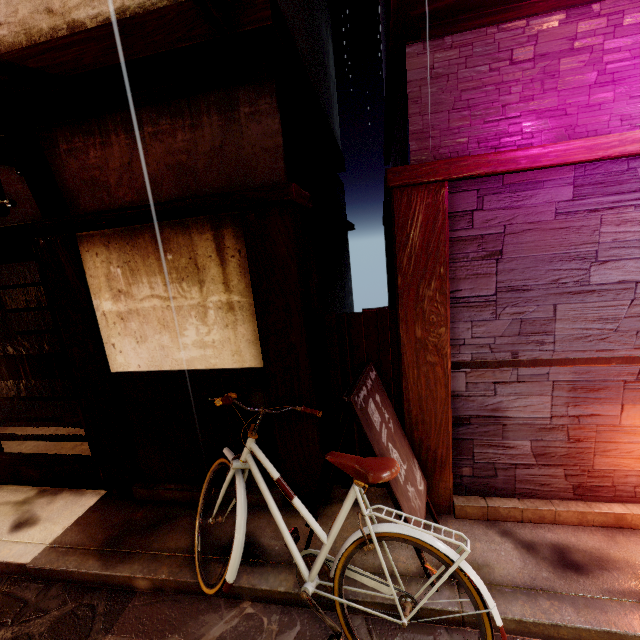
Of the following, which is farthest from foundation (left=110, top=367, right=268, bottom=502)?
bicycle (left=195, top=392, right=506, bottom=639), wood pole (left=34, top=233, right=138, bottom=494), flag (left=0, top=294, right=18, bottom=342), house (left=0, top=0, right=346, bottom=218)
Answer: house (left=0, top=0, right=346, bottom=218)

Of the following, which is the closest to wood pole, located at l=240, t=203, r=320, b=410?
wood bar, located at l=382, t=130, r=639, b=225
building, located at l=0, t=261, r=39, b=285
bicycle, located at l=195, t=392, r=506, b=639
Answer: bicycle, located at l=195, t=392, r=506, b=639

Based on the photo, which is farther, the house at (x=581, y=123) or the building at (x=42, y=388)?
the building at (x=42, y=388)

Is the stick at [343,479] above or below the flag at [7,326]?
below

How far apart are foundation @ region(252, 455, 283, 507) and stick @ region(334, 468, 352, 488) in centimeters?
86cm

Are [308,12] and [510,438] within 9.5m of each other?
no

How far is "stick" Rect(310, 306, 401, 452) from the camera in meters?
5.3 m

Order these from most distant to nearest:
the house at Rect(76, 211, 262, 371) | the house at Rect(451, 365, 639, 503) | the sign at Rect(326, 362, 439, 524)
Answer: the house at Rect(76, 211, 262, 371)
the house at Rect(451, 365, 639, 503)
the sign at Rect(326, 362, 439, 524)
